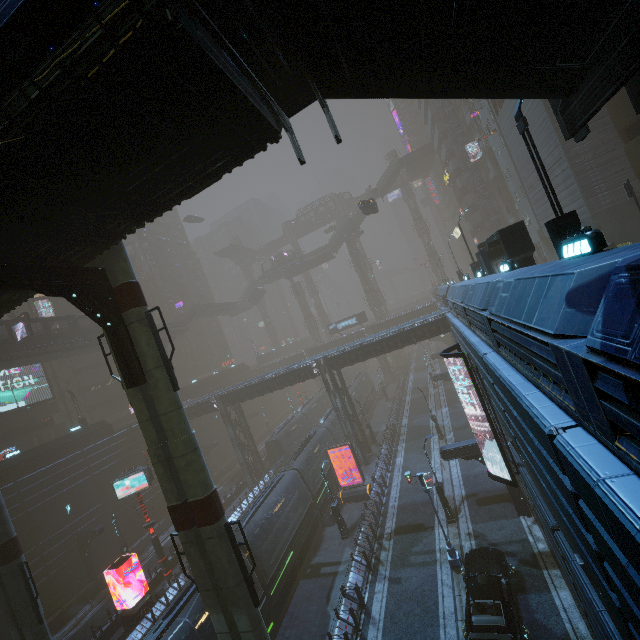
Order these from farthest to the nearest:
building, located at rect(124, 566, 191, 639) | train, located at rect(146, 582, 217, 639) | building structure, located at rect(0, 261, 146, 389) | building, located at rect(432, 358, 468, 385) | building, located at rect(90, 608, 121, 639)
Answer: building, located at rect(432, 358, 468, 385)
building, located at rect(90, 608, 121, 639)
building, located at rect(124, 566, 191, 639)
train, located at rect(146, 582, 217, 639)
building structure, located at rect(0, 261, 146, 389)

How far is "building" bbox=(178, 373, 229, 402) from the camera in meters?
50.4 m

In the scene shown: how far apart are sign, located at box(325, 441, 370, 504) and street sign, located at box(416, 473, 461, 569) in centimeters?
921cm

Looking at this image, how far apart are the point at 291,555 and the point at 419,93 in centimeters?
2524cm

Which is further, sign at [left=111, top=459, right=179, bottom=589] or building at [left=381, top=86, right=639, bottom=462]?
sign at [left=111, top=459, right=179, bottom=589]

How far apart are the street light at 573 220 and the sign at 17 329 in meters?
41.8

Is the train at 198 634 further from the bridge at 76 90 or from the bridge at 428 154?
the bridge at 428 154

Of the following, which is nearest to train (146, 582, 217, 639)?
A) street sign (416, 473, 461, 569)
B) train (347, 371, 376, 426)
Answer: street sign (416, 473, 461, 569)
